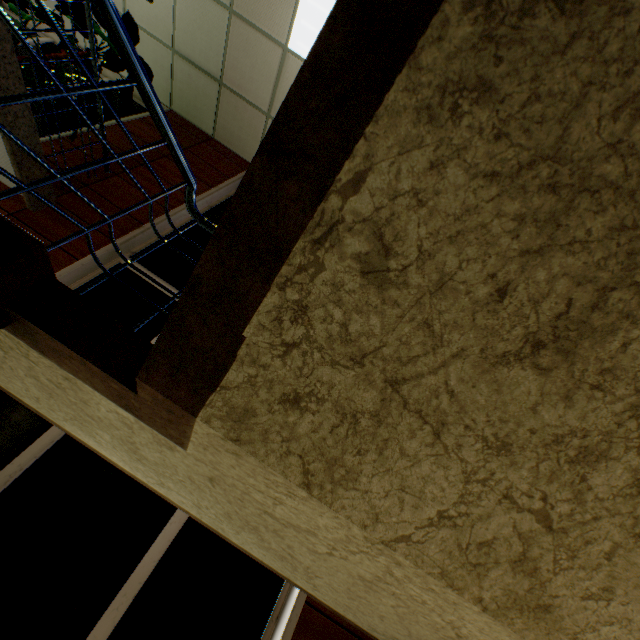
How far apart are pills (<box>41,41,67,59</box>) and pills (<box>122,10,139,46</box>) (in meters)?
0.24

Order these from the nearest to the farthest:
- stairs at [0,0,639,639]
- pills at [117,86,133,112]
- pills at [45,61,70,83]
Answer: stairs at [0,0,639,639] < pills at [45,61,70,83] < pills at [117,86,133,112]

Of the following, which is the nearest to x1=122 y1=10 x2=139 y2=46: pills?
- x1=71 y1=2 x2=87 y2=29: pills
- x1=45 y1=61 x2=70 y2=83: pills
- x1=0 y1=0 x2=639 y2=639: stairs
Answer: x1=71 y1=2 x2=87 y2=29: pills

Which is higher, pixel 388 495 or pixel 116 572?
pixel 388 495

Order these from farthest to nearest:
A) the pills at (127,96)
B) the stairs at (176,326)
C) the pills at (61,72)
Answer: the pills at (127,96)
the pills at (61,72)
the stairs at (176,326)

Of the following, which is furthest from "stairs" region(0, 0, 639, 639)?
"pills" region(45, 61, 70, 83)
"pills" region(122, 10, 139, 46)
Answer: "pills" region(122, 10, 139, 46)

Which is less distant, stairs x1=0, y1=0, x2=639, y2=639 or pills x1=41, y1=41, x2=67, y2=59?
stairs x1=0, y1=0, x2=639, y2=639

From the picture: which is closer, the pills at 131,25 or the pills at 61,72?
the pills at 61,72
